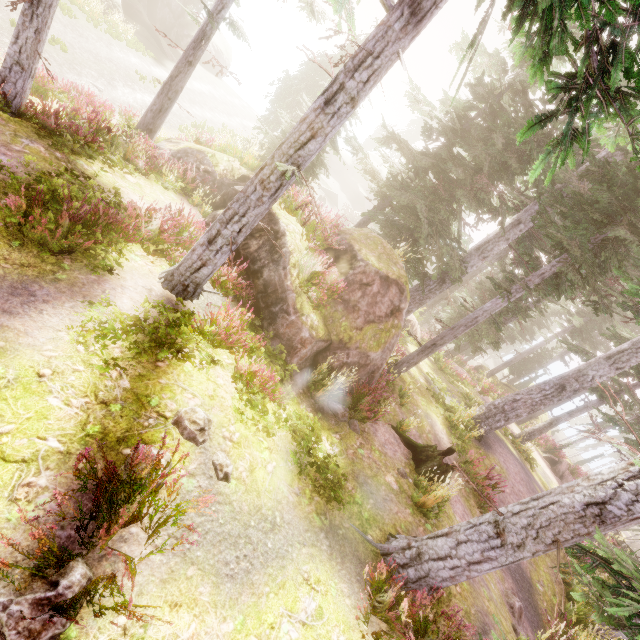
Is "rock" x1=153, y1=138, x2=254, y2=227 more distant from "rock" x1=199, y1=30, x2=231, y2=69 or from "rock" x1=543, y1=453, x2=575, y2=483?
"rock" x1=543, y1=453, x2=575, y2=483

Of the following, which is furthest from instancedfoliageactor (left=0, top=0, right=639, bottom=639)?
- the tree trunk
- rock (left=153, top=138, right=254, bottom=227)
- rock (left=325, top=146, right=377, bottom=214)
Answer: rock (left=325, top=146, right=377, bottom=214)

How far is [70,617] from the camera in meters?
2.5

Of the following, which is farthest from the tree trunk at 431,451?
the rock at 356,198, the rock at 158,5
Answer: the rock at 356,198

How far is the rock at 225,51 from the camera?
36.66m

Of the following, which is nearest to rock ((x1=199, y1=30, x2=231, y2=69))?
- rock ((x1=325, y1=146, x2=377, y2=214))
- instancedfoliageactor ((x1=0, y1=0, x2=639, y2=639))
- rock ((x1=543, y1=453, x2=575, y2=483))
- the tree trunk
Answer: instancedfoliageactor ((x1=0, y1=0, x2=639, y2=639))

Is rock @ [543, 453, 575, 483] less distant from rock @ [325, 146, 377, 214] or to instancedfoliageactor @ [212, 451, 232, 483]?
instancedfoliageactor @ [212, 451, 232, 483]

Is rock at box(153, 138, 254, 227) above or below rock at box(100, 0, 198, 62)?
above
